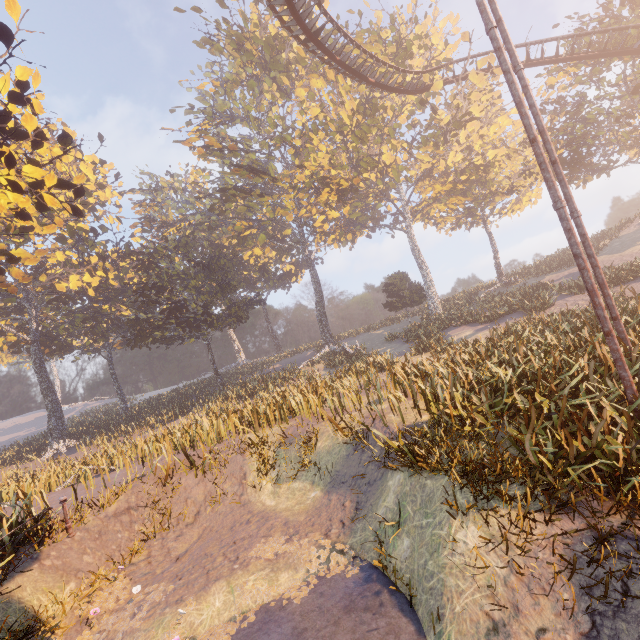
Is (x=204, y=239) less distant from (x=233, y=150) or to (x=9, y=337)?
(x=233, y=150)

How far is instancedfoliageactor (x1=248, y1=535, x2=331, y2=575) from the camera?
6.3m

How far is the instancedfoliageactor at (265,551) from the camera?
6.34m

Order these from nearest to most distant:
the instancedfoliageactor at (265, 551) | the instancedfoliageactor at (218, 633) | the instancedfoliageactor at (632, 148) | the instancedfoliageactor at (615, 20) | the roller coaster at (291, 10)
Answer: the instancedfoliageactor at (218, 633)
the instancedfoliageactor at (265, 551)
the roller coaster at (291, 10)
the instancedfoliageactor at (615, 20)
the instancedfoliageactor at (632, 148)

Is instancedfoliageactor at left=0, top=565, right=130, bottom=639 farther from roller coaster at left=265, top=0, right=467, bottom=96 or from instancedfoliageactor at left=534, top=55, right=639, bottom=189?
roller coaster at left=265, top=0, right=467, bottom=96

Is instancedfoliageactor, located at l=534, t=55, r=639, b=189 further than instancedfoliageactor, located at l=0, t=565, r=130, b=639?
Yes
